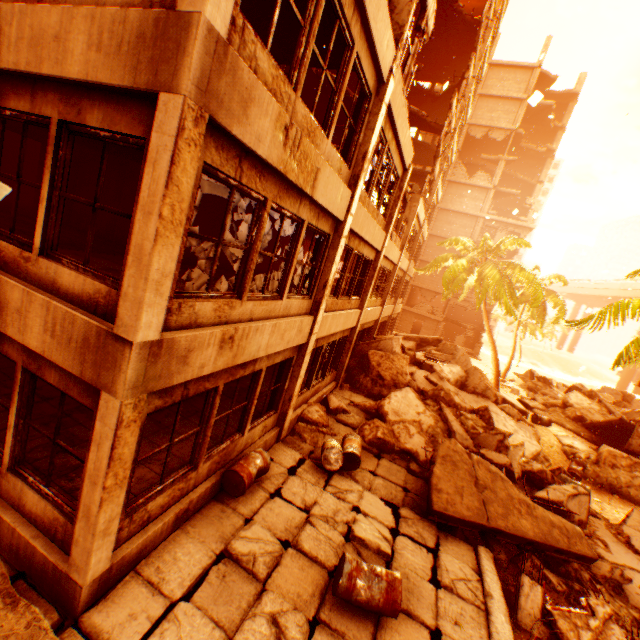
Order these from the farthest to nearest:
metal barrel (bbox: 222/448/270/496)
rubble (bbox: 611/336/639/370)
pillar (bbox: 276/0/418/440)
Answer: rubble (bbox: 611/336/639/370)
pillar (bbox: 276/0/418/440)
metal barrel (bbox: 222/448/270/496)

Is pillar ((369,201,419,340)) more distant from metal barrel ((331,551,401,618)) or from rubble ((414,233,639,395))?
metal barrel ((331,551,401,618))

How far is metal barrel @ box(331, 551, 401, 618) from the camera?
4.50m

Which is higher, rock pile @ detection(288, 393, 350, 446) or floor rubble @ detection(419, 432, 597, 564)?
floor rubble @ detection(419, 432, 597, 564)

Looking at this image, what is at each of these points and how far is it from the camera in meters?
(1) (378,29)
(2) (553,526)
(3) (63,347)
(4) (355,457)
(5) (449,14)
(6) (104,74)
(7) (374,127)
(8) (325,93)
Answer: (1) wall corner piece, 5.8
(2) floor rubble, 7.3
(3) wall corner piece, 3.6
(4) metal barrel, 8.1
(5) floor rubble, 18.8
(6) wall corner piece, 3.1
(7) pillar, 7.1
(8) floor rubble, 14.7

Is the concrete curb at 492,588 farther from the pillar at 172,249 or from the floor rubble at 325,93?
the floor rubble at 325,93

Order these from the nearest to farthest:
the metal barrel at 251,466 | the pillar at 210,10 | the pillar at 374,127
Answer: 1. the pillar at 210,10
2. the metal barrel at 251,466
3. the pillar at 374,127

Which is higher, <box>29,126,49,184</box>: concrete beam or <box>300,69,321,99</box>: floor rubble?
<box>300,69,321,99</box>: floor rubble
